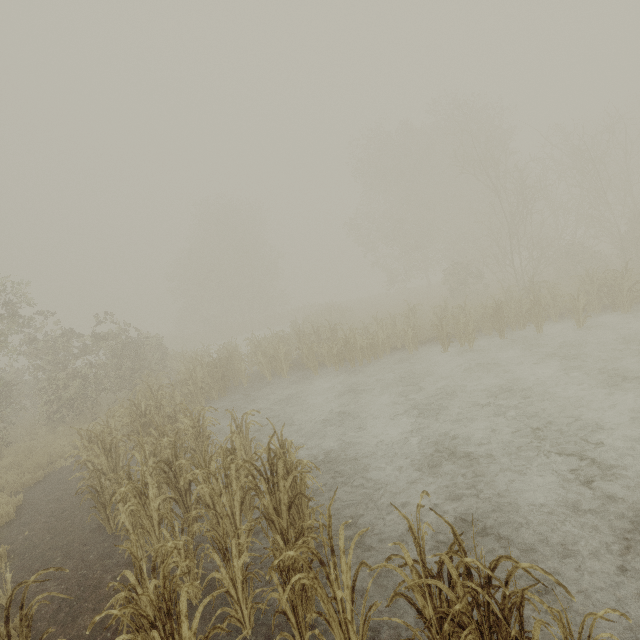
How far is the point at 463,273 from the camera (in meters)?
23.44
